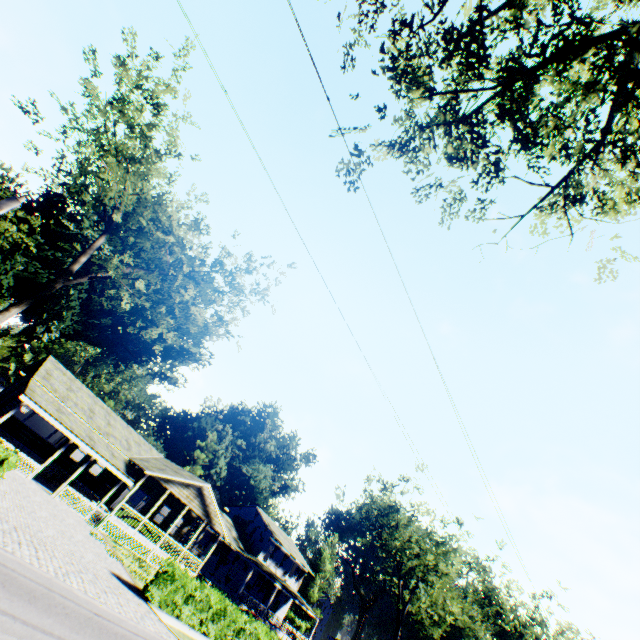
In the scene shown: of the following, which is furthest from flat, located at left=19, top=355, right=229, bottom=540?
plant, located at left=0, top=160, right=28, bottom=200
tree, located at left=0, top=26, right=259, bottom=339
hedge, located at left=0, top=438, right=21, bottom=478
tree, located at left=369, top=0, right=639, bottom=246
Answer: tree, located at left=369, top=0, right=639, bottom=246

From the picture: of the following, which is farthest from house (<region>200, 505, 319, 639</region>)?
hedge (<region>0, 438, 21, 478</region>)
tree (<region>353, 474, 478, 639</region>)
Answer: hedge (<region>0, 438, 21, 478</region>)

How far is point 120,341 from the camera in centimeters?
5503cm

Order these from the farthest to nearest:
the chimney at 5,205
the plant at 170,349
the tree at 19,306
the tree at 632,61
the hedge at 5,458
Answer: the plant at 170,349 < the chimney at 5,205 < the tree at 19,306 < the hedge at 5,458 < the tree at 632,61

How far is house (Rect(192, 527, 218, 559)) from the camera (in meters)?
35.84

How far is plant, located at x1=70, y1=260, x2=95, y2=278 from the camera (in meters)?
45.22

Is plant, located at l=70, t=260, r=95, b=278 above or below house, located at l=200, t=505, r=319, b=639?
above

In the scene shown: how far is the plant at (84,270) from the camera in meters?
45.2 m
